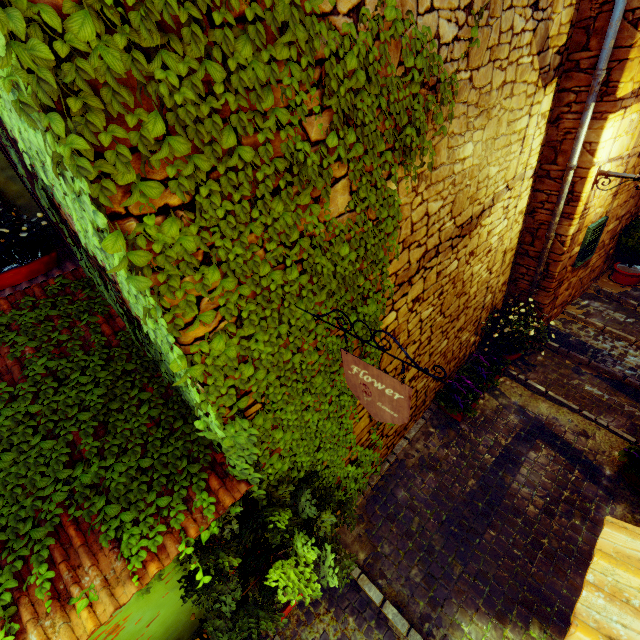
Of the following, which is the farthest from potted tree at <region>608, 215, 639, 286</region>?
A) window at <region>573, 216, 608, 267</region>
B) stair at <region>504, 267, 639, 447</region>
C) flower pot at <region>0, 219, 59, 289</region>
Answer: flower pot at <region>0, 219, 59, 289</region>

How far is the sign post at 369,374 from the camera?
1.77m

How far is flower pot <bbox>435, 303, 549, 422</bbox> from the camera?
4.90m

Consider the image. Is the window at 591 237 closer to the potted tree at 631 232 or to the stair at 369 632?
the potted tree at 631 232

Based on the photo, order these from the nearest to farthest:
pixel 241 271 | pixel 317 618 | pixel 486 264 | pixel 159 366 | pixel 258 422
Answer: pixel 241 271, pixel 258 422, pixel 159 366, pixel 317 618, pixel 486 264

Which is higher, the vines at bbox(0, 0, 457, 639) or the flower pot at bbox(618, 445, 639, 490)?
the vines at bbox(0, 0, 457, 639)

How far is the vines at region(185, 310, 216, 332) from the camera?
1.7m

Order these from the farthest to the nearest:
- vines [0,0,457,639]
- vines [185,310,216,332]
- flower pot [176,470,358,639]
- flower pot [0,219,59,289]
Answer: flower pot [0,219,59,289], flower pot [176,470,358,639], vines [185,310,216,332], vines [0,0,457,639]
